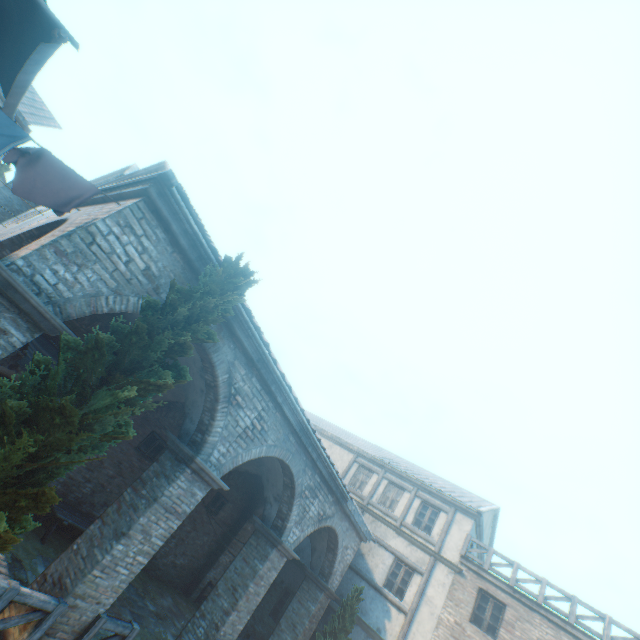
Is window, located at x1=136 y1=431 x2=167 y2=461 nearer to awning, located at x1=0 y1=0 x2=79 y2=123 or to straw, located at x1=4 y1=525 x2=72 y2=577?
straw, located at x1=4 y1=525 x2=72 y2=577

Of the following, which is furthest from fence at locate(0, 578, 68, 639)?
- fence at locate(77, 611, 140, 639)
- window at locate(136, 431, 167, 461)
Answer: window at locate(136, 431, 167, 461)

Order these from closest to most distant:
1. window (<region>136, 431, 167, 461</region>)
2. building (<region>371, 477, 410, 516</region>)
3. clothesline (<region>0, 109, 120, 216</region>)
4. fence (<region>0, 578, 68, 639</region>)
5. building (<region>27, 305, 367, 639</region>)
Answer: clothesline (<region>0, 109, 120, 216</region>) < fence (<region>0, 578, 68, 639</region>) < building (<region>27, 305, 367, 639</region>) < window (<region>136, 431, 167, 461</region>) < building (<region>371, 477, 410, 516</region>)

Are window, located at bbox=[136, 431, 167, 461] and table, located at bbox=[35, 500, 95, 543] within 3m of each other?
yes

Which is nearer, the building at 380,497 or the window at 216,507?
the window at 216,507

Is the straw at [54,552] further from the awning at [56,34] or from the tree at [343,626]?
the awning at [56,34]

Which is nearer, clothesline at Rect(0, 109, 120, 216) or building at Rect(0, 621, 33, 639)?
clothesline at Rect(0, 109, 120, 216)

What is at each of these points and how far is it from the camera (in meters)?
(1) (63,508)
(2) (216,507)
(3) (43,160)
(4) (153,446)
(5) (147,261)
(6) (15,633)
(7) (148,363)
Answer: (1) table, 9.52
(2) window, 14.94
(3) clothesline, 4.75
(4) window, 12.05
(5) building, 5.68
(6) building, 5.48
(7) tree, 4.47
